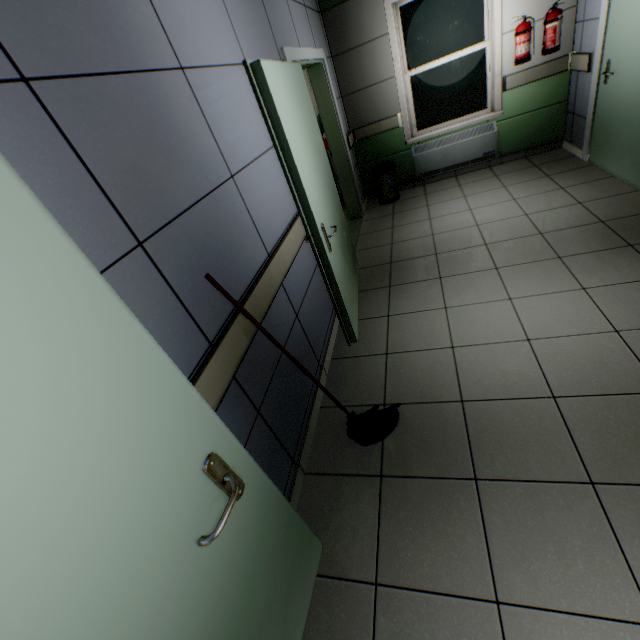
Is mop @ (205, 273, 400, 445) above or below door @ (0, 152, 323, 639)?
below

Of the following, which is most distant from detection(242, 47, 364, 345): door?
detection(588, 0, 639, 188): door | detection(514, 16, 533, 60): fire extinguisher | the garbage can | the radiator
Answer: detection(588, 0, 639, 188): door

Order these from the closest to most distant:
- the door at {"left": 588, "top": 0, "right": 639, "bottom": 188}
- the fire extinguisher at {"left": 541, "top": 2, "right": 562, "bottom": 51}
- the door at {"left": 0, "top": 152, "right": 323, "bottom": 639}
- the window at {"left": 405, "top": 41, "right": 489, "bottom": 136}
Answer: the door at {"left": 0, "top": 152, "right": 323, "bottom": 639} → the door at {"left": 588, "top": 0, "right": 639, "bottom": 188} → the fire extinguisher at {"left": 541, "top": 2, "right": 562, "bottom": 51} → the window at {"left": 405, "top": 41, "right": 489, "bottom": 136}

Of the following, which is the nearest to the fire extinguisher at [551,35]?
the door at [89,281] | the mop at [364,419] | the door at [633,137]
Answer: the door at [633,137]

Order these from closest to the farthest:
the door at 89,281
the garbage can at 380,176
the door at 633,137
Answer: the door at 89,281
the door at 633,137
the garbage can at 380,176

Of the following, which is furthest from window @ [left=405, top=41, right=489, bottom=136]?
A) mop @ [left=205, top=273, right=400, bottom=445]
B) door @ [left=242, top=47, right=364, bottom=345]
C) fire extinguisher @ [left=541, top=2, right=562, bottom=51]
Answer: mop @ [left=205, top=273, right=400, bottom=445]

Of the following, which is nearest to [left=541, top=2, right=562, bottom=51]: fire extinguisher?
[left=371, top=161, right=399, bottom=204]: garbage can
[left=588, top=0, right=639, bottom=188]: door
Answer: [left=588, top=0, right=639, bottom=188]: door

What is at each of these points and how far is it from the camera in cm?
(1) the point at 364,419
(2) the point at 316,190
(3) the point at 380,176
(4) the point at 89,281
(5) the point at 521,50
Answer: (1) mop, 208
(2) door, 239
(3) garbage can, 503
(4) door, 71
(5) fire extinguisher, 406
